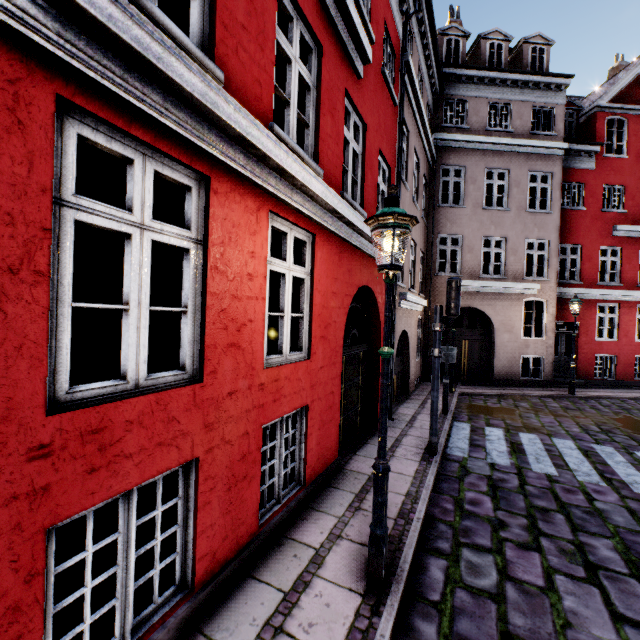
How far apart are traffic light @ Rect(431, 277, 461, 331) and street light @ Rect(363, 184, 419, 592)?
3.3m

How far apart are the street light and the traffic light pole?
3.41m

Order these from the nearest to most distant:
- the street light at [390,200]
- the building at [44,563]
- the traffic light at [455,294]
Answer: the building at [44,563] → the street light at [390,200] → the traffic light at [455,294]

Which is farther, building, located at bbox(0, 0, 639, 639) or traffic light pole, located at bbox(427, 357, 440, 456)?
traffic light pole, located at bbox(427, 357, 440, 456)

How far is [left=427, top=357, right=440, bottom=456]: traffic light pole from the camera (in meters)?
6.32

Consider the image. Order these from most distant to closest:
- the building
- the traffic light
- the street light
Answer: the traffic light, the street light, the building

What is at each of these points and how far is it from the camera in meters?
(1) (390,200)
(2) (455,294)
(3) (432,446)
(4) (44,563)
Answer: (1) street light, 3.1 m
(2) traffic light, 6.2 m
(3) traffic light pole, 6.3 m
(4) building, 1.8 m

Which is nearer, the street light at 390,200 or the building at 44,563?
the building at 44,563
